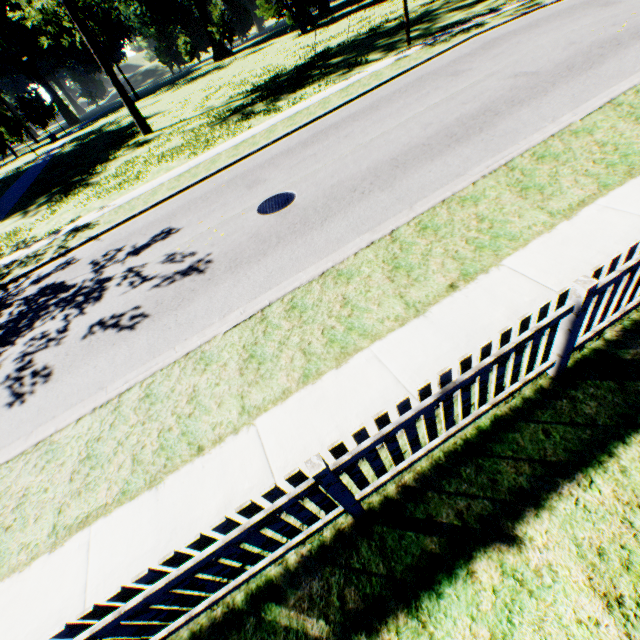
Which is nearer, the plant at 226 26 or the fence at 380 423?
the fence at 380 423

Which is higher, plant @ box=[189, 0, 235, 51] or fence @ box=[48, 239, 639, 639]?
plant @ box=[189, 0, 235, 51]

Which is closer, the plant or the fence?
the fence

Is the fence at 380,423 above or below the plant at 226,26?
below

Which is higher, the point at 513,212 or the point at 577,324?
the point at 577,324
